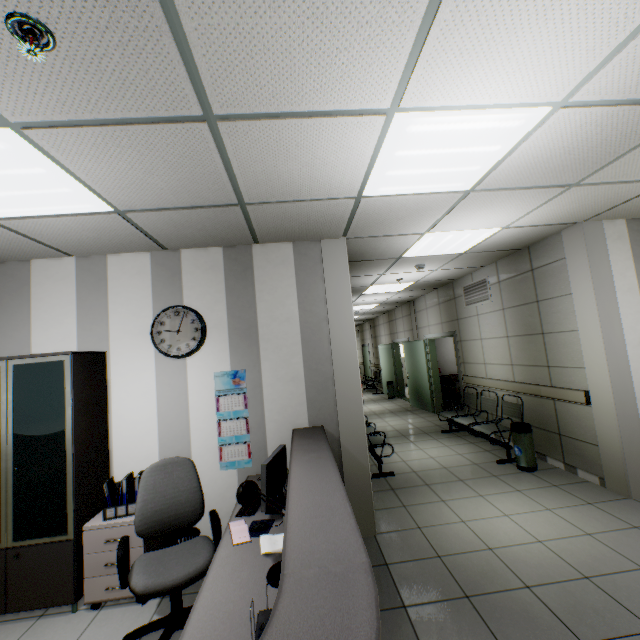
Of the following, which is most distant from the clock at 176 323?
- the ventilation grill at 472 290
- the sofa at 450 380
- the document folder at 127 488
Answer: the sofa at 450 380

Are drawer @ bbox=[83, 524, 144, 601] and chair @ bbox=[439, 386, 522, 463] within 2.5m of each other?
no

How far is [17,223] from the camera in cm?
265

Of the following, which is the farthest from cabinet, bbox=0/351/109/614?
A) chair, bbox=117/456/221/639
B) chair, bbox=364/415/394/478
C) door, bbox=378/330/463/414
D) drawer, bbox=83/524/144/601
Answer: door, bbox=378/330/463/414

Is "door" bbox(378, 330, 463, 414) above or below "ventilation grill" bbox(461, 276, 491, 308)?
below

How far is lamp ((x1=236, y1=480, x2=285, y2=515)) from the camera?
1.8 meters

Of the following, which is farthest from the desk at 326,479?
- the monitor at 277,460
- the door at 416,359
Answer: the door at 416,359

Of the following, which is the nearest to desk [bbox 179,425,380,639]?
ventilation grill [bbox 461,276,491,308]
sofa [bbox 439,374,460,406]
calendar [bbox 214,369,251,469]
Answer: calendar [bbox 214,369,251,469]
